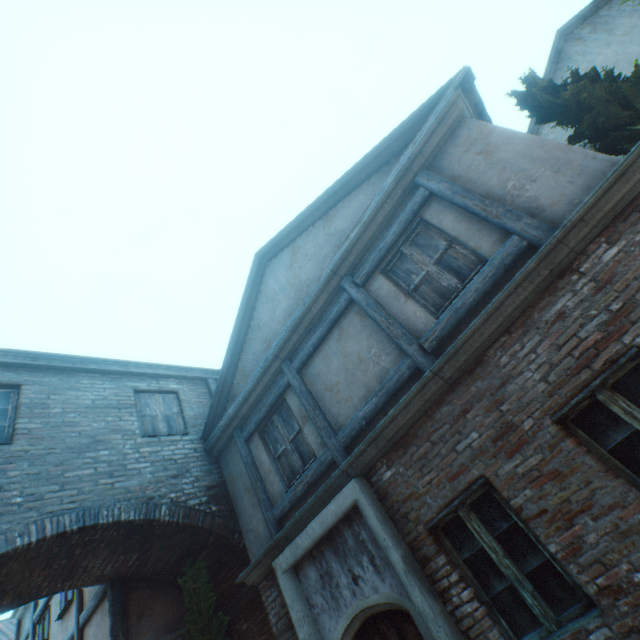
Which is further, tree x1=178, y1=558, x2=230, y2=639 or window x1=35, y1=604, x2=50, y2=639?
window x1=35, y1=604, x2=50, y2=639

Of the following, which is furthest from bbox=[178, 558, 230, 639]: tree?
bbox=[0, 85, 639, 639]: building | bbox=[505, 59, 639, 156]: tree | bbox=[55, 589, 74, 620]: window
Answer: bbox=[505, 59, 639, 156]: tree

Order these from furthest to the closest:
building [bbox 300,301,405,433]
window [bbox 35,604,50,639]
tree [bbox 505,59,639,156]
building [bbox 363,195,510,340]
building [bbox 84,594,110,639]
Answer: window [bbox 35,604,50,639] < building [bbox 84,594,110,639] < building [bbox 300,301,405,433] < building [bbox 363,195,510,340] < tree [bbox 505,59,639,156]

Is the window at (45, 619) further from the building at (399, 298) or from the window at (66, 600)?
the window at (66, 600)

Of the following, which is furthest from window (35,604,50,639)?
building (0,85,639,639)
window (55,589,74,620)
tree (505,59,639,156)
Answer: tree (505,59,639,156)

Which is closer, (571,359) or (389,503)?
(571,359)

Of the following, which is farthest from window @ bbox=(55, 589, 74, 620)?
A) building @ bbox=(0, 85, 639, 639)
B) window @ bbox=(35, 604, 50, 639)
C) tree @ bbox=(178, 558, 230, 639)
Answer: tree @ bbox=(178, 558, 230, 639)

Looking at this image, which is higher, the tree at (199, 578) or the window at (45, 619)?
the window at (45, 619)
